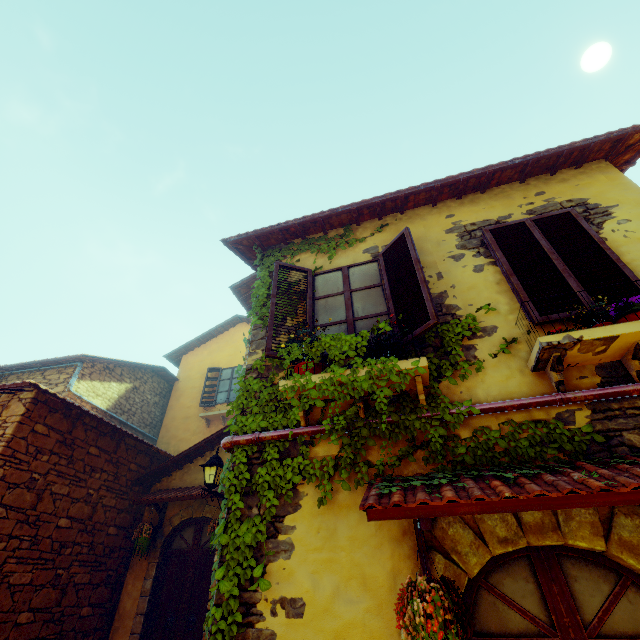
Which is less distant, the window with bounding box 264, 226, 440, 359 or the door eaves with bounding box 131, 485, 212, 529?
the window with bounding box 264, 226, 440, 359

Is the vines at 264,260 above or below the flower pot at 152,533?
above

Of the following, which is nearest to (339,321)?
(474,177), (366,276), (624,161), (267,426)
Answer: (366,276)

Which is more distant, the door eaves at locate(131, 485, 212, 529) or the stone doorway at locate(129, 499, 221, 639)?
the door eaves at locate(131, 485, 212, 529)

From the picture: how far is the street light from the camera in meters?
5.5 m

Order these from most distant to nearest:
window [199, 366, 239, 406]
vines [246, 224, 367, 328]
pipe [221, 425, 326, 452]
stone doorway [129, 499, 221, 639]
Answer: window [199, 366, 239, 406]
stone doorway [129, 499, 221, 639]
vines [246, 224, 367, 328]
pipe [221, 425, 326, 452]

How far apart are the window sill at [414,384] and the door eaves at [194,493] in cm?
397

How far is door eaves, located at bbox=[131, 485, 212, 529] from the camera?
6.6 meters
